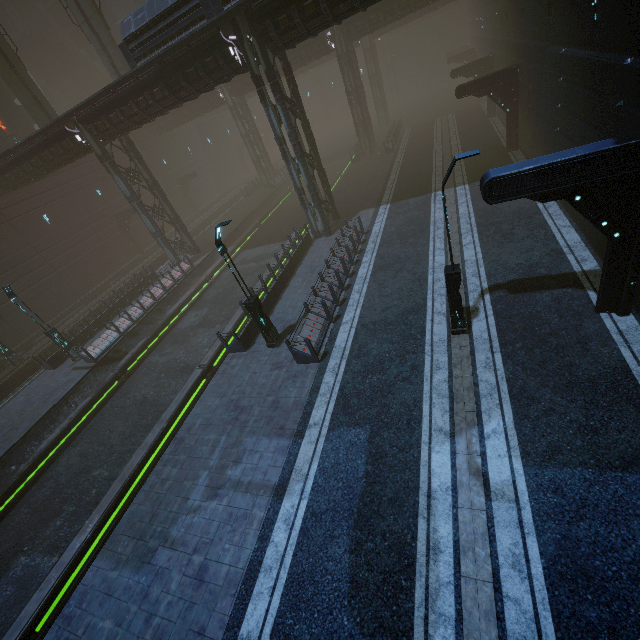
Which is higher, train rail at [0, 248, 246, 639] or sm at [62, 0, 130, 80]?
sm at [62, 0, 130, 80]

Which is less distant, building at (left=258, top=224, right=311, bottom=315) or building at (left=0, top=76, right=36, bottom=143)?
building at (left=258, top=224, right=311, bottom=315)

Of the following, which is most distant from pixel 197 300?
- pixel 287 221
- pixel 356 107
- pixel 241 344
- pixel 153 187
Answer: pixel 356 107

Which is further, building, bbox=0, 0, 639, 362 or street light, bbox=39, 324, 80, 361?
street light, bbox=39, 324, 80, 361

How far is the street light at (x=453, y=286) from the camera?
7.9m

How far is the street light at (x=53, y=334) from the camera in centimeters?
1911cm

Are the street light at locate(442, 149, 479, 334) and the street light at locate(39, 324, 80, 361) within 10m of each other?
no
